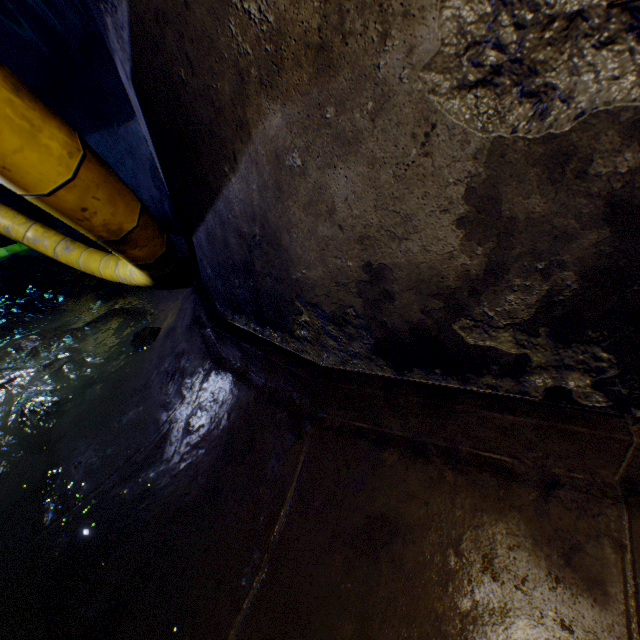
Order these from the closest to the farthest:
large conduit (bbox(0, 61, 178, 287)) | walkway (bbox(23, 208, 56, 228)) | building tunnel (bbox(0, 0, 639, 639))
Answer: building tunnel (bbox(0, 0, 639, 639)) < large conduit (bbox(0, 61, 178, 287)) < walkway (bbox(23, 208, 56, 228))

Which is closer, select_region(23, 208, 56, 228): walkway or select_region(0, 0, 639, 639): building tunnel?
select_region(0, 0, 639, 639): building tunnel

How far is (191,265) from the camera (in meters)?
4.26

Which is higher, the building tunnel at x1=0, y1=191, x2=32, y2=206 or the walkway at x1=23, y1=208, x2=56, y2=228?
the building tunnel at x1=0, y1=191, x2=32, y2=206

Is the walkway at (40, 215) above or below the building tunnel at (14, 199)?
below

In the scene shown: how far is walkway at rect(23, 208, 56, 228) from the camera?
10.3 meters

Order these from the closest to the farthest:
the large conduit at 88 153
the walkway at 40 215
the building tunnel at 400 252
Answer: the building tunnel at 400 252, the large conduit at 88 153, the walkway at 40 215

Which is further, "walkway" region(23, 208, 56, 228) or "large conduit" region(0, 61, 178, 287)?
"walkway" region(23, 208, 56, 228)
